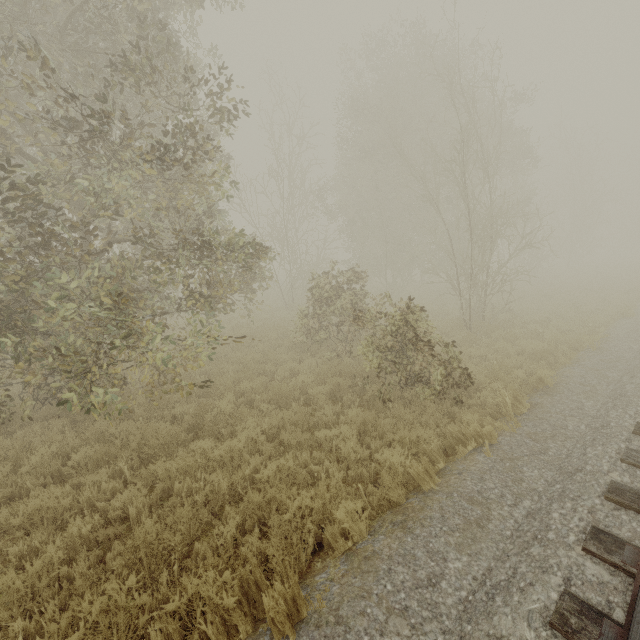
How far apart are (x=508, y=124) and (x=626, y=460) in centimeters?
2366cm
